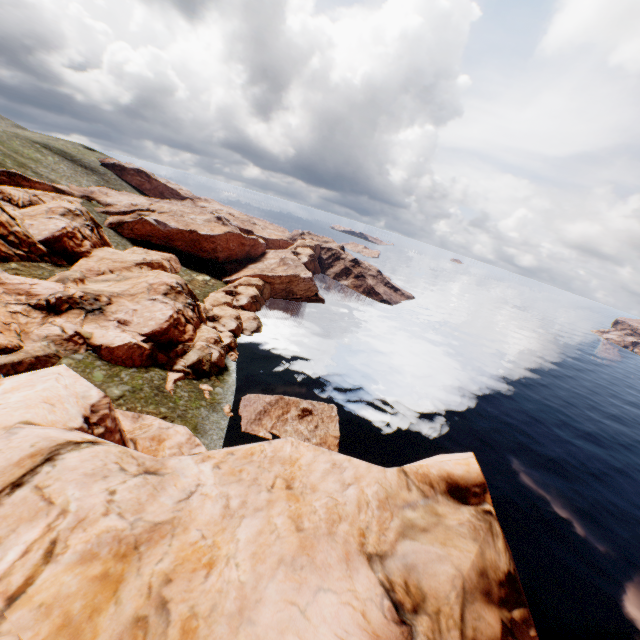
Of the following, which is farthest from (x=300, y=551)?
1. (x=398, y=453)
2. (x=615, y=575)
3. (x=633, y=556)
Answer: (x=633, y=556)
